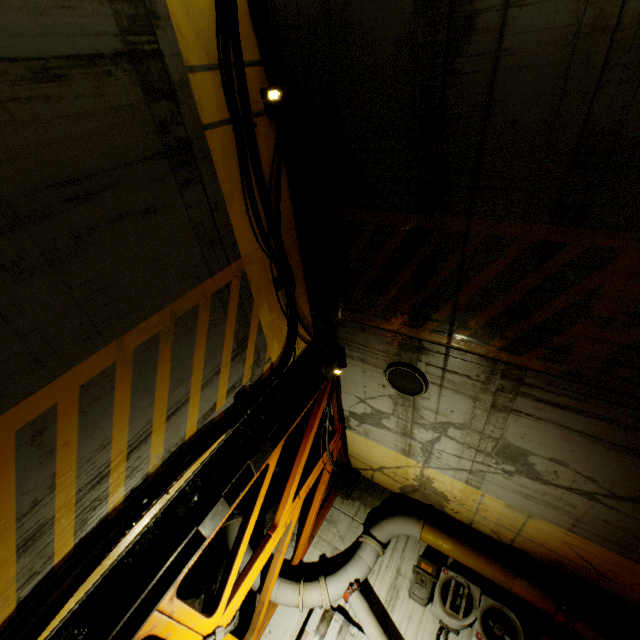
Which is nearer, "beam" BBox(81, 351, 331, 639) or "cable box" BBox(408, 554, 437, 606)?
"beam" BBox(81, 351, 331, 639)

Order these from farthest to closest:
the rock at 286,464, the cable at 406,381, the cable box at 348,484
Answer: the cable box at 348,484 → the rock at 286,464 → the cable at 406,381

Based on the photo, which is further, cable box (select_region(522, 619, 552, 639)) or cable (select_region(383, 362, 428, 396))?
cable box (select_region(522, 619, 552, 639))

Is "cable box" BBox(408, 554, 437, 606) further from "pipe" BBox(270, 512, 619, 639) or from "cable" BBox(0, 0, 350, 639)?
"cable" BBox(0, 0, 350, 639)

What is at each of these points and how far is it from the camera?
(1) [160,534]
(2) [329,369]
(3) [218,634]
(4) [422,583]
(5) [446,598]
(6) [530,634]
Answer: (1) rock, 6.09m
(2) cable, 6.38m
(3) cable, 5.30m
(4) cable box, 7.20m
(5) air conditioner, 6.90m
(6) cable box, 6.39m

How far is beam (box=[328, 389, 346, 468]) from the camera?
7.68m

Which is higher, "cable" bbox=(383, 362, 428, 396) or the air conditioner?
"cable" bbox=(383, 362, 428, 396)

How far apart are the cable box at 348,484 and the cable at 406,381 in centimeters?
434cm
